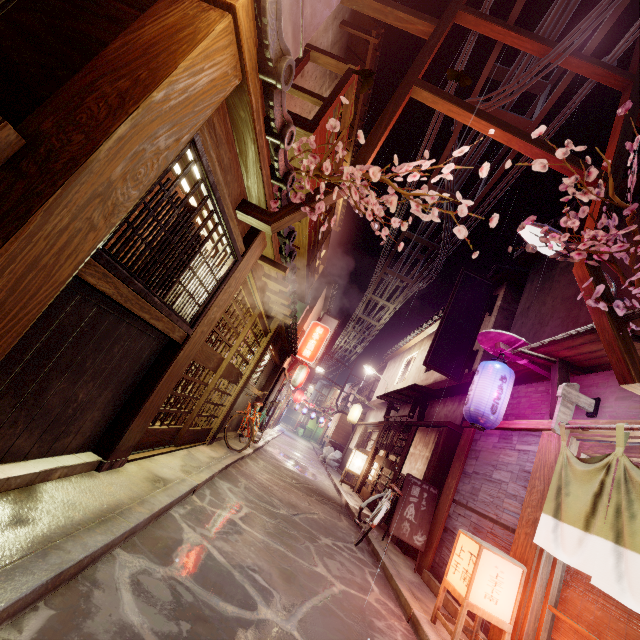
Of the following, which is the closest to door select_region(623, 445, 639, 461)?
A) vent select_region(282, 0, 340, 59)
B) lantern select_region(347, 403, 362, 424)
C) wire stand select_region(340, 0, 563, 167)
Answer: wire stand select_region(340, 0, 563, 167)

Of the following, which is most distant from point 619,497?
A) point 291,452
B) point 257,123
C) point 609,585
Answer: point 291,452

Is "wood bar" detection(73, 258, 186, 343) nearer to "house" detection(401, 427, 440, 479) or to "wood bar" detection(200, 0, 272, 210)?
"wood bar" detection(200, 0, 272, 210)

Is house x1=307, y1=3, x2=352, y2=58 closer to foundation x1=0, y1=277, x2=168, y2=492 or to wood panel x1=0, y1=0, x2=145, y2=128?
wood panel x1=0, y1=0, x2=145, y2=128

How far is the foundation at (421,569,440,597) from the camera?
9.27m

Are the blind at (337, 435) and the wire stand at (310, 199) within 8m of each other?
no

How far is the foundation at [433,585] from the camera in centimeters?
927cm

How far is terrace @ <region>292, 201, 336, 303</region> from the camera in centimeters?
1265cm
